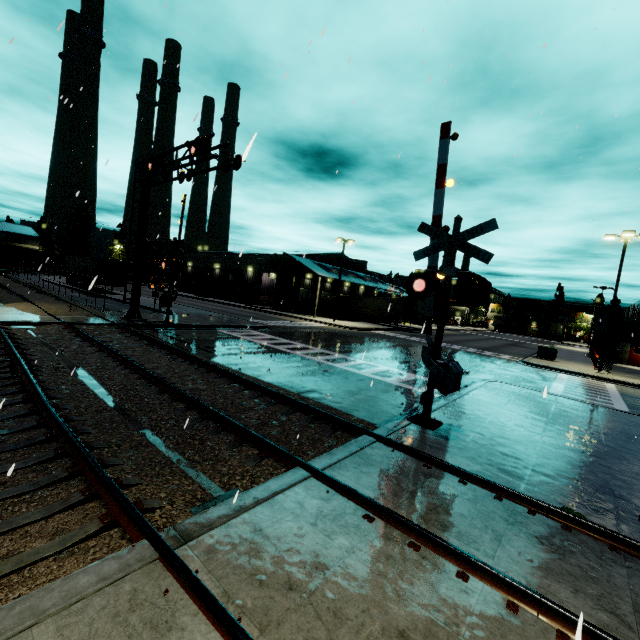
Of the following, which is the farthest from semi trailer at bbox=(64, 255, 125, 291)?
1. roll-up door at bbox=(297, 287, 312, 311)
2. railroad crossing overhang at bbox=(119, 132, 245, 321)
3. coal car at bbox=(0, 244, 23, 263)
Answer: railroad crossing overhang at bbox=(119, 132, 245, 321)

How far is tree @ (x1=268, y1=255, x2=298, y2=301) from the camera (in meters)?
44.12

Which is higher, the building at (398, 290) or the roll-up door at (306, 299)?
the building at (398, 290)

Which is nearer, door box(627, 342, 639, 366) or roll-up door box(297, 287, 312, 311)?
door box(627, 342, 639, 366)

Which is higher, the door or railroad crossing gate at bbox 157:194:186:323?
railroad crossing gate at bbox 157:194:186:323

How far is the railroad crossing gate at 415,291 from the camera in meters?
7.3

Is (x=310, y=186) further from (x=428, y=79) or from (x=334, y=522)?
(x=334, y=522)

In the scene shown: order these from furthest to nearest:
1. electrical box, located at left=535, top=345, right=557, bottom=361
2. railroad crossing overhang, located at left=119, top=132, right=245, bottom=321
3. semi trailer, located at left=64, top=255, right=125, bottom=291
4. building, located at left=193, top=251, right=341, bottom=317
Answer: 1. building, located at left=193, top=251, right=341, bottom=317
2. semi trailer, located at left=64, top=255, right=125, bottom=291
3. electrical box, located at left=535, top=345, right=557, bottom=361
4. railroad crossing overhang, located at left=119, top=132, right=245, bottom=321
